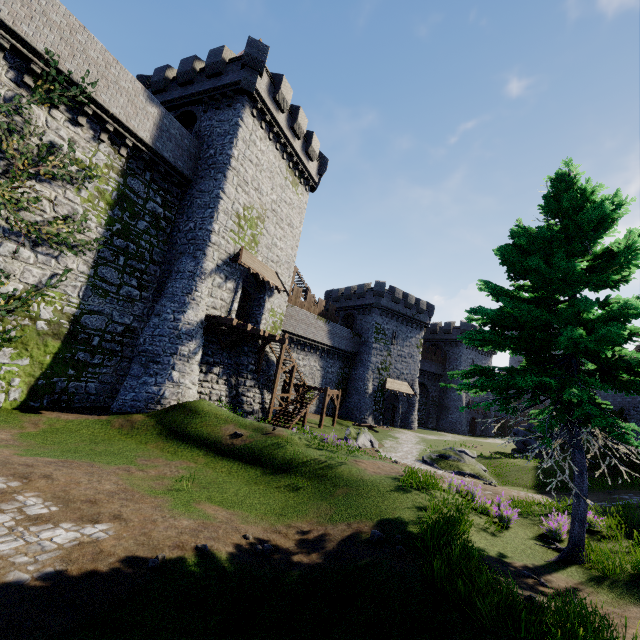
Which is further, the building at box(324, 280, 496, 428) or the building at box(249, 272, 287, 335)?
the building at box(324, 280, 496, 428)

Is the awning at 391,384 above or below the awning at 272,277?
below

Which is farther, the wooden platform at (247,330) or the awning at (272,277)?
the awning at (272,277)

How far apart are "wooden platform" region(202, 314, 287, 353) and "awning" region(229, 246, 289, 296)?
3.1m

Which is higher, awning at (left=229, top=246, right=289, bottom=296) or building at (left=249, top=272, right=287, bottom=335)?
awning at (left=229, top=246, right=289, bottom=296)

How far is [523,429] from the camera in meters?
33.7 m

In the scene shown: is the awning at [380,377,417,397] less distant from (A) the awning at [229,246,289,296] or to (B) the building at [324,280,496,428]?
(B) the building at [324,280,496,428]

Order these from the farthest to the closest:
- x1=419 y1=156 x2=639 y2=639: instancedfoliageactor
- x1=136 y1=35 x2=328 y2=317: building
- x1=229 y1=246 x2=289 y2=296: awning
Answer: x1=229 y1=246 x2=289 y2=296: awning, x1=136 y1=35 x2=328 y2=317: building, x1=419 y1=156 x2=639 y2=639: instancedfoliageactor
